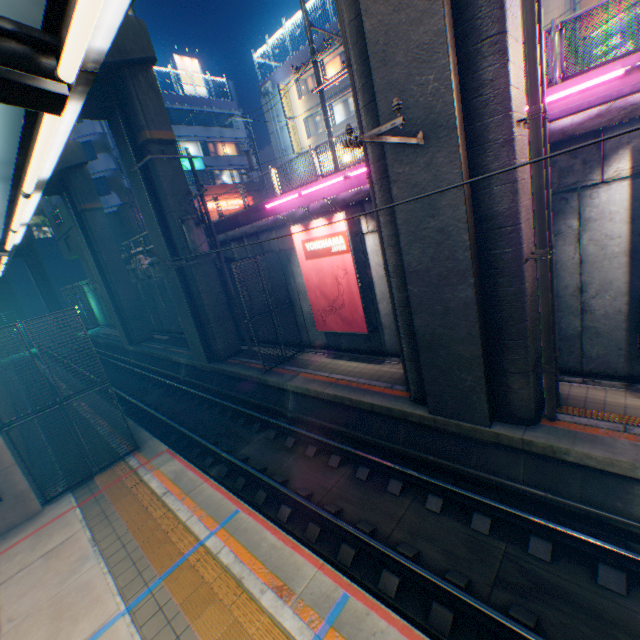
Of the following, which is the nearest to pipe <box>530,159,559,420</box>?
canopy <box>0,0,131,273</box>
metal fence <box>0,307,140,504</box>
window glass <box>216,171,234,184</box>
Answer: metal fence <box>0,307,140,504</box>

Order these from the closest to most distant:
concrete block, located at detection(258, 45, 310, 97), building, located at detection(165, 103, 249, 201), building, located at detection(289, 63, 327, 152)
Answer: concrete block, located at detection(258, 45, 310, 97)
building, located at detection(289, 63, 327, 152)
building, located at detection(165, 103, 249, 201)

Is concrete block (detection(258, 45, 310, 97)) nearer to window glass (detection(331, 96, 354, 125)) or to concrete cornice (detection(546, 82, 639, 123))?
window glass (detection(331, 96, 354, 125))

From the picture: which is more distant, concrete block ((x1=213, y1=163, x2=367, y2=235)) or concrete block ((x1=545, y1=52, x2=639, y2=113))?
concrete block ((x1=213, y1=163, x2=367, y2=235))

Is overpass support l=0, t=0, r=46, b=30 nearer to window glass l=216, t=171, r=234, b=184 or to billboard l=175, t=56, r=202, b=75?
window glass l=216, t=171, r=234, b=184

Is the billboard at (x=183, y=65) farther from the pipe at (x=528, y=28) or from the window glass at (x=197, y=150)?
the pipe at (x=528, y=28)

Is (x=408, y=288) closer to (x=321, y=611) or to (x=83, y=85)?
(x=321, y=611)

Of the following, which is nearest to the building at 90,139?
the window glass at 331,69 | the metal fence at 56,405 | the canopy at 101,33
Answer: the window glass at 331,69
